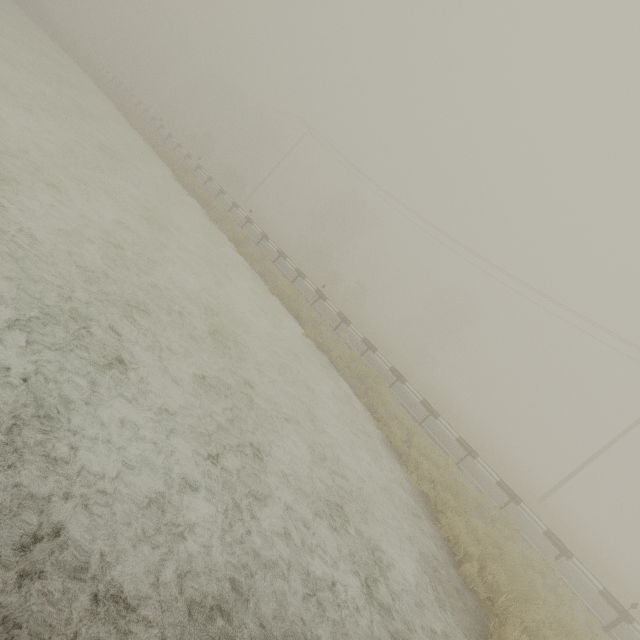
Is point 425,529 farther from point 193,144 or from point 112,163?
point 193,144
